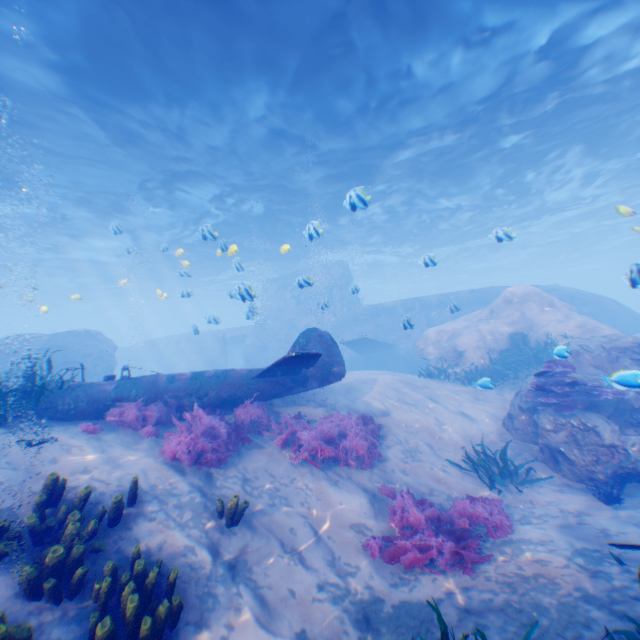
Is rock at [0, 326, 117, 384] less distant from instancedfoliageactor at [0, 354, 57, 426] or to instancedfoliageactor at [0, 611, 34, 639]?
instancedfoliageactor at [0, 611, 34, 639]

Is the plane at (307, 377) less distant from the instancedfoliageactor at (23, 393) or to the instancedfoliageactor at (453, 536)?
the instancedfoliageactor at (23, 393)

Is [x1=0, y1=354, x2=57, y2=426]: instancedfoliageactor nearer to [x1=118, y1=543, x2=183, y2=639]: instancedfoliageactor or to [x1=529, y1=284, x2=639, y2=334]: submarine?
[x1=529, y1=284, x2=639, y2=334]: submarine

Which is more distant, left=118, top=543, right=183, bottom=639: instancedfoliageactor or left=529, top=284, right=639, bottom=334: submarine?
left=529, top=284, right=639, bottom=334: submarine

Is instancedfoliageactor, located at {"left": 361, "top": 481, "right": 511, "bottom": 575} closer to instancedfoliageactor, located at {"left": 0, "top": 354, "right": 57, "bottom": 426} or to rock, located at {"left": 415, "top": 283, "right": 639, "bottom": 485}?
rock, located at {"left": 415, "top": 283, "right": 639, "bottom": 485}

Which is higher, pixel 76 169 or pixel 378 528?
pixel 76 169

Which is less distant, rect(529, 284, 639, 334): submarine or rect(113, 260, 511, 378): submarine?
rect(529, 284, 639, 334): submarine

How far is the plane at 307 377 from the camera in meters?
7.5 m
